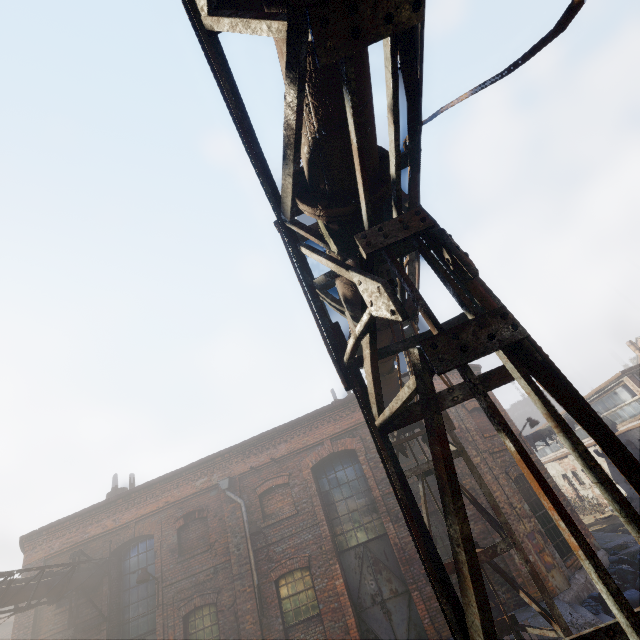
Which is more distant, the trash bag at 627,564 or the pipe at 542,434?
the pipe at 542,434

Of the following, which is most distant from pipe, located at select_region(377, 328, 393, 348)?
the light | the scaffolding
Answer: the light

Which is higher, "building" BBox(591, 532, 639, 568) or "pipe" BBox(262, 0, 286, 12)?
"pipe" BBox(262, 0, 286, 12)

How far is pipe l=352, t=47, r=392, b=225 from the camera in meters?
1.7

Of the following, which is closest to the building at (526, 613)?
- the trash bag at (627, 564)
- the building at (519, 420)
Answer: the trash bag at (627, 564)

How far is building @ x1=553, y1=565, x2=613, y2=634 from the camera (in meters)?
Answer: 7.58

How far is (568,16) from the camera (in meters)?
1.28
